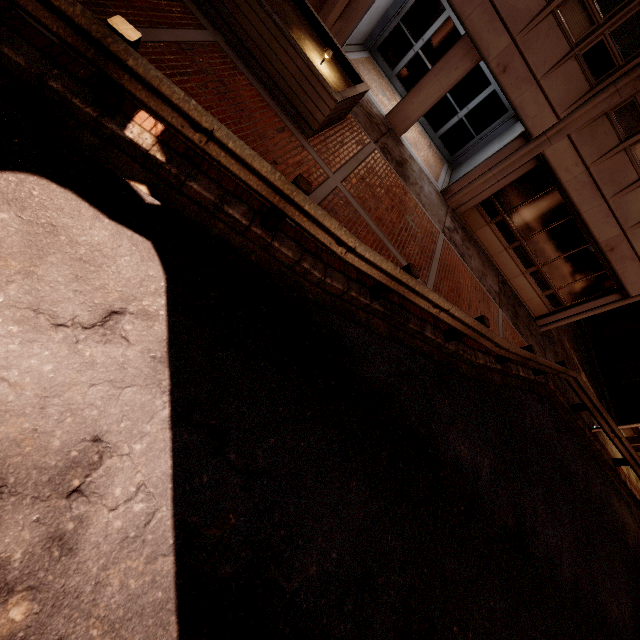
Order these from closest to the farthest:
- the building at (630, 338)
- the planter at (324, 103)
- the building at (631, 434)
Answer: the planter at (324, 103), the building at (630, 338), the building at (631, 434)

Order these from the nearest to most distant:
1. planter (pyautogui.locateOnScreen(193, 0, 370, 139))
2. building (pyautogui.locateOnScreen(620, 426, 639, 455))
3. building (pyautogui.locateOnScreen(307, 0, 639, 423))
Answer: planter (pyautogui.locateOnScreen(193, 0, 370, 139)) → building (pyautogui.locateOnScreen(307, 0, 639, 423)) → building (pyautogui.locateOnScreen(620, 426, 639, 455))

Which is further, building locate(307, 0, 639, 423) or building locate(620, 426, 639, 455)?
building locate(620, 426, 639, 455)

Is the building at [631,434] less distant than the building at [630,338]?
No

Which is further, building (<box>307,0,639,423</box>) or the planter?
building (<box>307,0,639,423</box>)

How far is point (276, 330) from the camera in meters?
4.6 m
